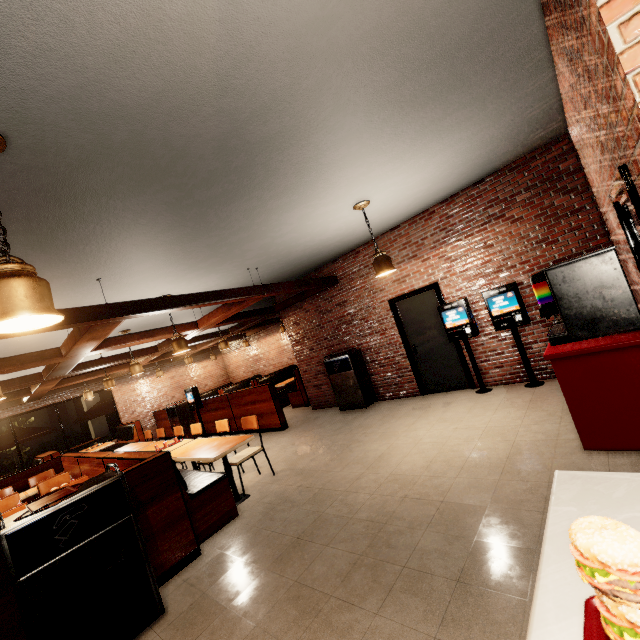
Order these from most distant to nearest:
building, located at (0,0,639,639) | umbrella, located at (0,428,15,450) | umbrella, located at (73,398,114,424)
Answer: umbrella, located at (73,398,114,424) → umbrella, located at (0,428,15,450) → building, located at (0,0,639,639)

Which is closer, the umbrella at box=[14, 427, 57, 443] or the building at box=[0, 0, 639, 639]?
the building at box=[0, 0, 639, 639]

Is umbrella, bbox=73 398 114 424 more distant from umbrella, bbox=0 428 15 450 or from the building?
umbrella, bbox=0 428 15 450

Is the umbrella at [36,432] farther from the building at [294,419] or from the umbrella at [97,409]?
the umbrella at [97,409]

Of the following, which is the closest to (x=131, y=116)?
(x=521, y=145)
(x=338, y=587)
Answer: (x=338, y=587)

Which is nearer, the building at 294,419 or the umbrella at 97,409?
the building at 294,419

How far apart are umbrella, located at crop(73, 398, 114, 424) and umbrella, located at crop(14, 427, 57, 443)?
1.1m

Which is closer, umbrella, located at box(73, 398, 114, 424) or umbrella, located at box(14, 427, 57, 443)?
umbrella, located at box(14, 427, 57, 443)
